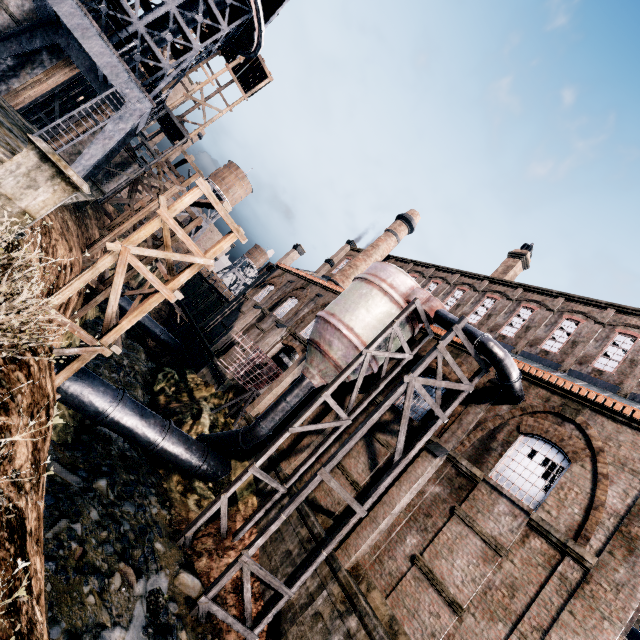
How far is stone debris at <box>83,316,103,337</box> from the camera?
24.7m

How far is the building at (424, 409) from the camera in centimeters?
1659cm

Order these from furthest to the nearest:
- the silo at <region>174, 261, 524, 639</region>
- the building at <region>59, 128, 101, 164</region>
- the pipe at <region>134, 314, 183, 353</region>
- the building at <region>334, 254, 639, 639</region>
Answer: the pipe at <region>134, 314, 183, 353</region> < the building at <region>59, 128, 101, 164</region> < the silo at <region>174, 261, 524, 639</region> < the building at <region>334, 254, 639, 639</region>

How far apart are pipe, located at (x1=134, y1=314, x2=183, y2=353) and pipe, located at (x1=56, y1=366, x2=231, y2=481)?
18.4 meters

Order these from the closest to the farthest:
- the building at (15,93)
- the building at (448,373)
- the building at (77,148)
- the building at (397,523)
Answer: the building at (397,523)
the building at (448,373)
the building at (15,93)
the building at (77,148)

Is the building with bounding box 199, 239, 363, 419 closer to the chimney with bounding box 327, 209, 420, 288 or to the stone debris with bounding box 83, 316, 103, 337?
the chimney with bounding box 327, 209, 420, 288

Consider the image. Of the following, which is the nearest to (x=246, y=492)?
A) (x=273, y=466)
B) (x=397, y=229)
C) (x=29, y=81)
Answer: (x=273, y=466)
